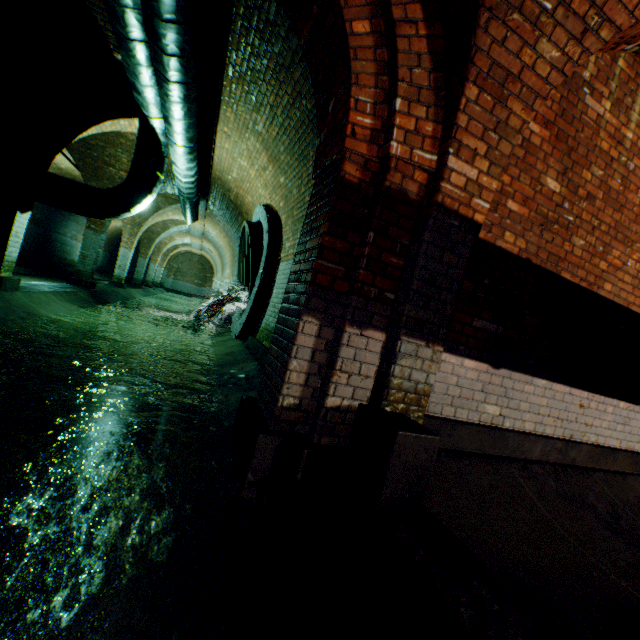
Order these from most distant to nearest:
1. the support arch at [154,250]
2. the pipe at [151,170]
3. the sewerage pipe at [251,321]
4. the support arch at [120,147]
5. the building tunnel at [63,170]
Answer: the support arch at [154,250], the building tunnel at [63,170], the sewerage pipe at [251,321], the support arch at [120,147], the pipe at [151,170]

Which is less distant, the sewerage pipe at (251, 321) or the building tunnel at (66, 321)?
the building tunnel at (66, 321)

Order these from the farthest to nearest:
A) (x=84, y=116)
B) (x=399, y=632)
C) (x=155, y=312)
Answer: (x=155, y=312) → (x=84, y=116) → (x=399, y=632)

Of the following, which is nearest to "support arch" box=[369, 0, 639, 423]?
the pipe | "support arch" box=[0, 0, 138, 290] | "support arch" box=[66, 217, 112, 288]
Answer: the pipe

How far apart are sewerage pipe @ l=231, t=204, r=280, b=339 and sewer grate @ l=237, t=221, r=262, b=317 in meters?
0.0 m

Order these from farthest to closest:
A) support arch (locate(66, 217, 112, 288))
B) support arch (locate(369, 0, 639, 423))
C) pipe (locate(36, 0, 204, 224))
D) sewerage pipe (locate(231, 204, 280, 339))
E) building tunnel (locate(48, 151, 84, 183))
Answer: building tunnel (locate(48, 151, 84, 183))
support arch (locate(66, 217, 112, 288))
sewerage pipe (locate(231, 204, 280, 339))
pipe (locate(36, 0, 204, 224))
support arch (locate(369, 0, 639, 423))

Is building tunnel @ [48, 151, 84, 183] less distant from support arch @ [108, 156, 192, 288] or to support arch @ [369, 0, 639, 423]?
support arch @ [108, 156, 192, 288]

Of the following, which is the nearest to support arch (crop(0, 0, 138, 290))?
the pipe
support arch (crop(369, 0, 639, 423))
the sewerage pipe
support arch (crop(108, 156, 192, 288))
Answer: the pipe
